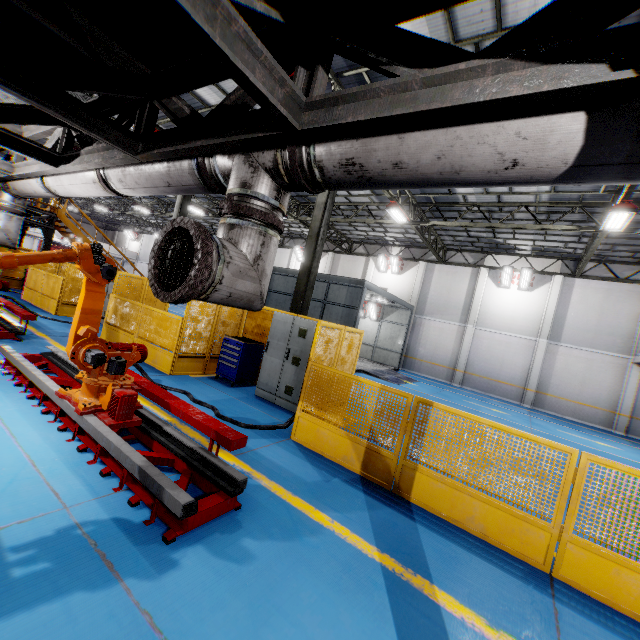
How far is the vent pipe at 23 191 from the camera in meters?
5.1

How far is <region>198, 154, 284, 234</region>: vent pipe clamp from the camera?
2.35m

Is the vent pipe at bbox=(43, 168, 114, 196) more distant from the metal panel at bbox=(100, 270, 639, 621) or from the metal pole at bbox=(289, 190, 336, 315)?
the metal pole at bbox=(289, 190, 336, 315)

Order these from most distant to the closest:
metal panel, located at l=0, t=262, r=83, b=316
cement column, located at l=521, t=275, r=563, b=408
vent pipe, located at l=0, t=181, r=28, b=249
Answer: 1. cement column, located at l=521, t=275, r=563, b=408
2. metal panel, located at l=0, t=262, r=83, b=316
3. vent pipe, located at l=0, t=181, r=28, b=249

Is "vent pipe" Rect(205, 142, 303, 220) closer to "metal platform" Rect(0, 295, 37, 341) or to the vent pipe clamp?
the vent pipe clamp

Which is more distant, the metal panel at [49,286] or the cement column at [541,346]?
the cement column at [541,346]

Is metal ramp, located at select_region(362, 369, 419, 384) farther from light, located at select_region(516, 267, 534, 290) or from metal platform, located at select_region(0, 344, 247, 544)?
metal platform, located at select_region(0, 344, 247, 544)

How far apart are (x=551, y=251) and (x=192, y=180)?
21.6 meters
